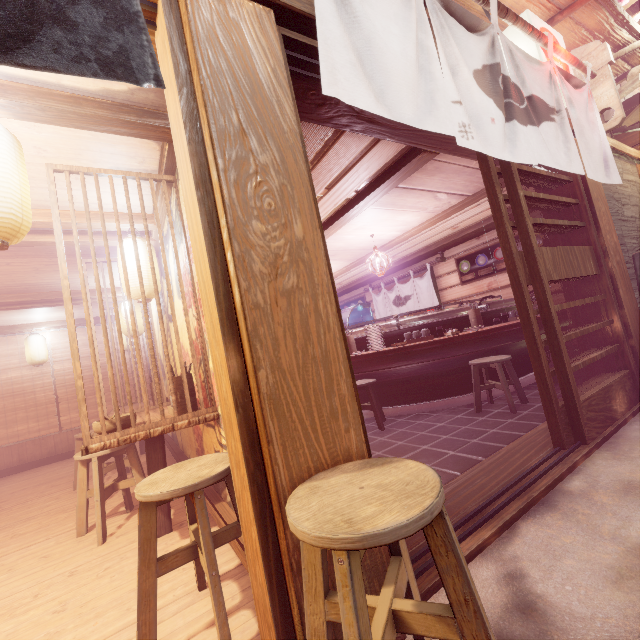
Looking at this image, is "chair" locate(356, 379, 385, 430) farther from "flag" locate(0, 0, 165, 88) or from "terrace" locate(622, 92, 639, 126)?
"terrace" locate(622, 92, 639, 126)

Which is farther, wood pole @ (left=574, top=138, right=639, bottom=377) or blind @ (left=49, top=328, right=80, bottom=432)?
blind @ (left=49, top=328, right=80, bottom=432)

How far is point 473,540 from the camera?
3.1 meters

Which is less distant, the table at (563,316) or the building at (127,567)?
the building at (127,567)

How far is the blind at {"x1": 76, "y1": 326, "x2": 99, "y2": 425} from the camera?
13.17m

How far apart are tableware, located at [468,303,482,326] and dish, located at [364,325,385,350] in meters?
2.5

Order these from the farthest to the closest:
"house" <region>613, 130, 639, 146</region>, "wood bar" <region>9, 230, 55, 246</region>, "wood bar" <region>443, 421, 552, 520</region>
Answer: "house" <region>613, 130, 639, 146</region>, "wood bar" <region>9, 230, 55, 246</region>, "wood bar" <region>443, 421, 552, 520</region>

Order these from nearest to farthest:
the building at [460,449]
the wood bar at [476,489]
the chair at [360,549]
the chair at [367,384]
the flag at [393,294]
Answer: the chair at [360,549], the wood bar at [476,489], the building at [460,449], the chair at [367,384], the flag at [393,294]
